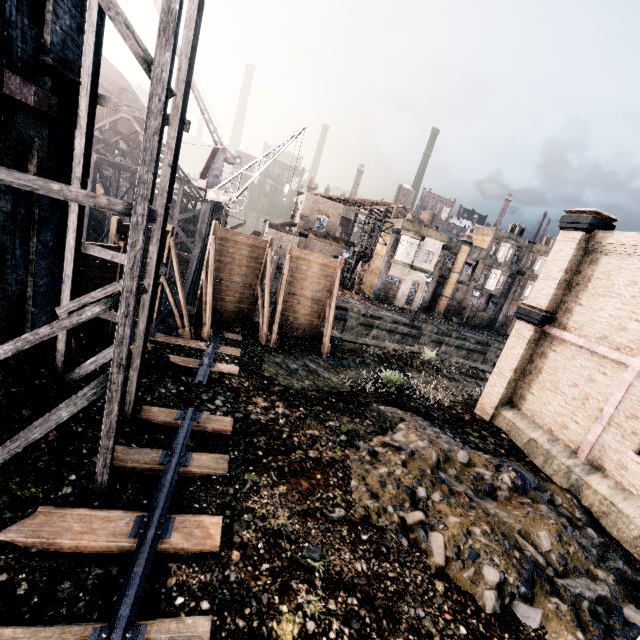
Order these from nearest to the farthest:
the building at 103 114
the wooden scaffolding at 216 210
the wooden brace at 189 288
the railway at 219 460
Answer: the railway at 219 460 < the wooden brace at 189 288 < the wooden scaffolding at 216 210 < the building at 103 114

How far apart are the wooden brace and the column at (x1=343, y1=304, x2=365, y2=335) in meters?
14.5 m

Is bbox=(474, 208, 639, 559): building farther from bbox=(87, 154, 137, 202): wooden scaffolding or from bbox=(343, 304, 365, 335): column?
bbox=(87, 154, 137, 202): wooden scaffolding

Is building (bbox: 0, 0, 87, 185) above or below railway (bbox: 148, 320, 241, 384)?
above

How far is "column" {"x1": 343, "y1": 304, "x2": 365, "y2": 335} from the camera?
32.2 meters

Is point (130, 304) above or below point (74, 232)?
below

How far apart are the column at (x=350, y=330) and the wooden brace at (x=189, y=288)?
14.5m

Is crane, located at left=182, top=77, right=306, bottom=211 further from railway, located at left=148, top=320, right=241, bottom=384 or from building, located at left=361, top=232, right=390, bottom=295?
building, located at left=361, top=232, right=390, bottom=295
